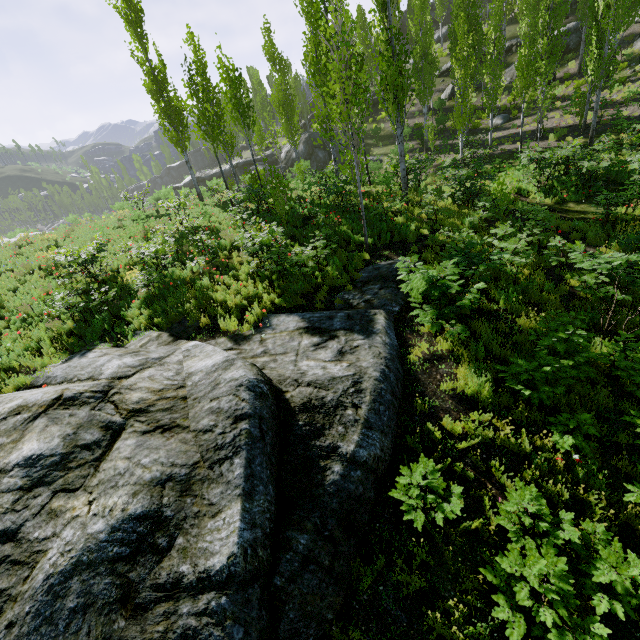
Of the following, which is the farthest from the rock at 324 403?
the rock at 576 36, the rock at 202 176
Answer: the rock at 202 176

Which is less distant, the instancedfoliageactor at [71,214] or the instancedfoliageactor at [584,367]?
the instancedfoliageactor at [584,367]

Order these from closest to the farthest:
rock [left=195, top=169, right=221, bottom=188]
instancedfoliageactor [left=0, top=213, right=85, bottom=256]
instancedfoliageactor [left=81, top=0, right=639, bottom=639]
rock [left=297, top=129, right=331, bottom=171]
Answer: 1. instancedfoliageactor [left=81, top=0, right=639, bottom=639]
2. instancedfoliageactor [left=0, top=213, right=85, bottom=256]
3. rock [left=297, top=129, right=331, bottom=171]
4. rock [left=195, top=169, right=221, bottom=188]

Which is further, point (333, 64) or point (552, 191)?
point (552, 191)

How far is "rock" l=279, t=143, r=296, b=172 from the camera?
37.4m

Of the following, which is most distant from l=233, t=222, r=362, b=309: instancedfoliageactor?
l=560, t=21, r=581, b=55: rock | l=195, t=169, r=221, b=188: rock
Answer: l=560, t=21, r=581, b=55: rock

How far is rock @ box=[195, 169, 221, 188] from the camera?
41.94m

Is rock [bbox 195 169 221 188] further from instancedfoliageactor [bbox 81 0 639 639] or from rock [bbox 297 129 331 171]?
rock [bbox 297 129 331 171]
